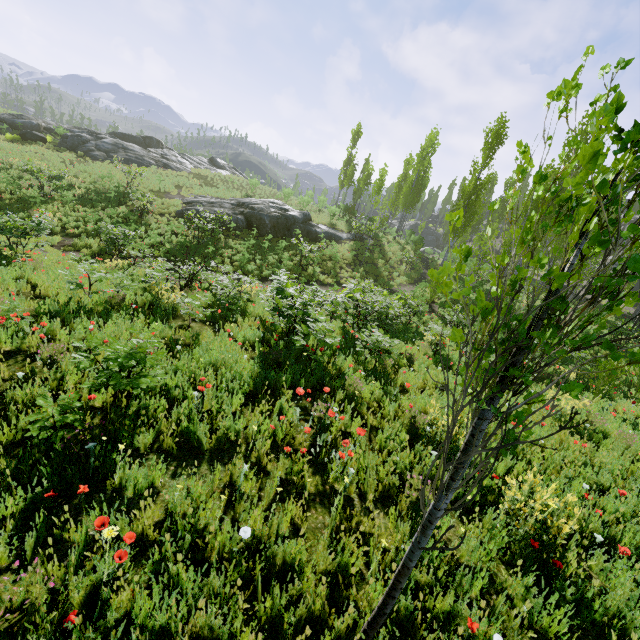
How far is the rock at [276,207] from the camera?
22.02m

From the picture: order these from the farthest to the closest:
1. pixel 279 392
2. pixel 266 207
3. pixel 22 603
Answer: pixel 266 207, pixel 279 392, pixel 22 603

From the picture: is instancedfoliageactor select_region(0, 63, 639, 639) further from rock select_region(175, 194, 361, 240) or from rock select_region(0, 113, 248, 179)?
rock select_region(0, 113, 248, 179)

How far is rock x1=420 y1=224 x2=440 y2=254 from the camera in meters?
51.8

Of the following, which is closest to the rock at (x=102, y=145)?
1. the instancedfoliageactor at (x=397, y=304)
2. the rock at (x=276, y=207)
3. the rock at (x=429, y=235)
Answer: the rock at (x=276, y=207)

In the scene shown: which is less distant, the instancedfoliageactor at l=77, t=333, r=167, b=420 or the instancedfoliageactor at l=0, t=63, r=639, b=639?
the instancedfoliageactor at l=0, t=63, r=639, b=639

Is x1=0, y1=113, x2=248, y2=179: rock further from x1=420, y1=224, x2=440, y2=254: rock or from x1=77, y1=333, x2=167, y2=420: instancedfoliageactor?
x1=420, y1=224, x2=440, y2=254: rock

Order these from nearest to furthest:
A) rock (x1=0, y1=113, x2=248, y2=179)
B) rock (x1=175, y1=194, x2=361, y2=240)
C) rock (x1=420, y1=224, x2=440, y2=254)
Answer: rock (x1=175, y1=194, x2=361, y2=240)
rock (x1=0, y1=113, x2=248, y2=179)
rock (x1=420, y1=224, x2=440, y2=254)
